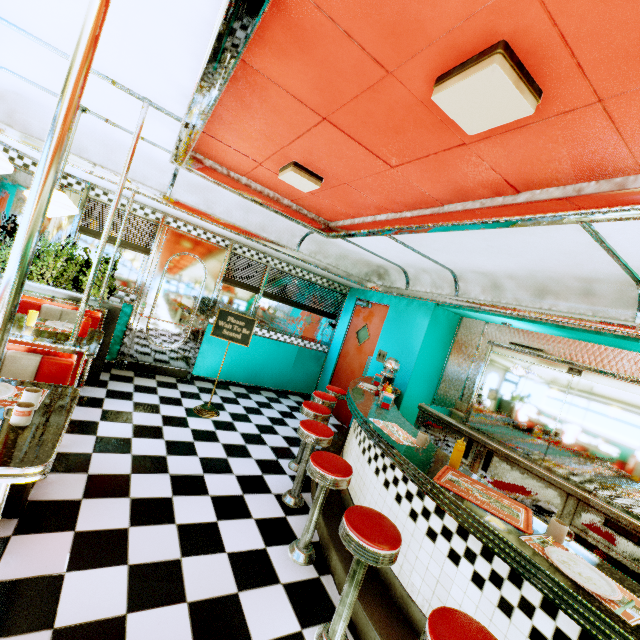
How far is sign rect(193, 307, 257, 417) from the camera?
4.7 meters

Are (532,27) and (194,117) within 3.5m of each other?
yes

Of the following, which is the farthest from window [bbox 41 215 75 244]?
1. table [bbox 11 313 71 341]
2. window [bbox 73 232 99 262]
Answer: table [bbox 11 313 71 341]

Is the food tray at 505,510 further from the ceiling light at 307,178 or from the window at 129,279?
the window at 129,279

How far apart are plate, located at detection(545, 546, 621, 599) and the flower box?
5.0 meters

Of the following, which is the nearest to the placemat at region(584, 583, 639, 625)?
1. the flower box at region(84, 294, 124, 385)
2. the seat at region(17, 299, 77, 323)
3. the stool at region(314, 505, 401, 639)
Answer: the stool at region(314, 505, 401, 639)

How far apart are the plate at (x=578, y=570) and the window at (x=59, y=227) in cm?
601

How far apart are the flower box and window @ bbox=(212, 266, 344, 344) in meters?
1.4 m
